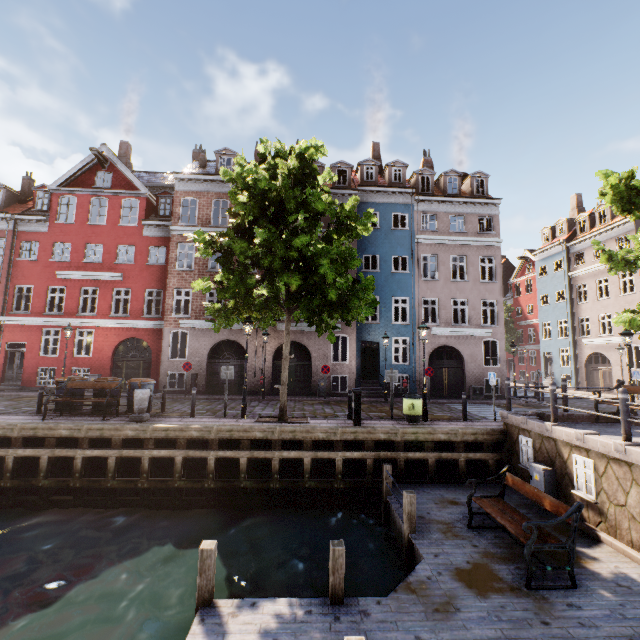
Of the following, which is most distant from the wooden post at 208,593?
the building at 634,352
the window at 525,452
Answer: the building at 634,352

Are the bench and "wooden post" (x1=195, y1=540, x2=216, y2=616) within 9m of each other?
yes

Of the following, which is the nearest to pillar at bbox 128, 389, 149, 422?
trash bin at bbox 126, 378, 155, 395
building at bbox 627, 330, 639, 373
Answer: trash bin at bbox 126, 378, 155, 395

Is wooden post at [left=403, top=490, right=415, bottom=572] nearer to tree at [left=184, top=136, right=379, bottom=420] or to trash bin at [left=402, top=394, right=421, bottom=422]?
trash bin at [left=402, top=394, right=421, bottom=422]

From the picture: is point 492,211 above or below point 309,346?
above

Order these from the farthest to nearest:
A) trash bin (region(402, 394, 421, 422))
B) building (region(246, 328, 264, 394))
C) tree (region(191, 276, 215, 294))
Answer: building (region(246, 328, 264, 394))
trash bin (region(402, 394, 421, 422))
tree (region(191, 276, 215, 294))

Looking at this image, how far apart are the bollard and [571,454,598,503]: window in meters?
0.9 m

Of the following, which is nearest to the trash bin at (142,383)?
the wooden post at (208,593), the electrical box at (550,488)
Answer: the wooden post at (208,593)
